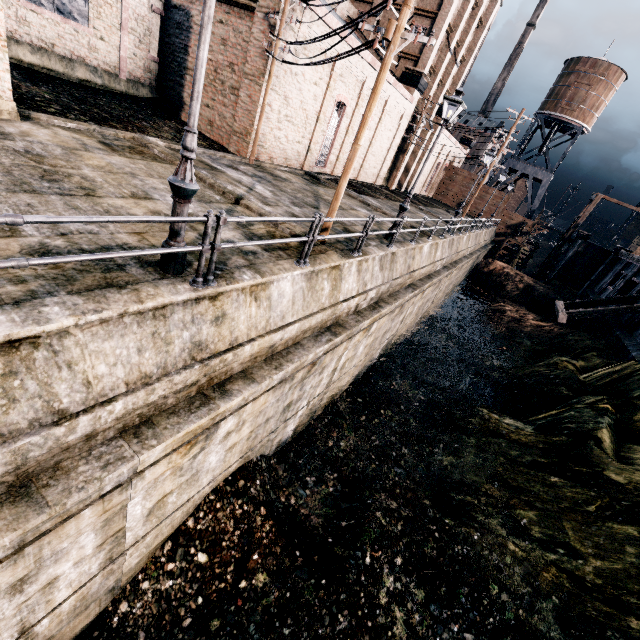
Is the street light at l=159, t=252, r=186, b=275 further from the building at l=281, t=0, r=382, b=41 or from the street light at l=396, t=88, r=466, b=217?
the building at l=281, t=0, r=382, b=41

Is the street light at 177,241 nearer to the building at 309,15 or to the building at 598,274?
the building at 309,15

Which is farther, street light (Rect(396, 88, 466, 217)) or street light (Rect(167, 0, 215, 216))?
street light (Rect(396, 88, 466, 217))

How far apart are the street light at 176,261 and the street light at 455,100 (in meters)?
9.95

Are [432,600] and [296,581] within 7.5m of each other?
yes

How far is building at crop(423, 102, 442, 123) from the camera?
36.09m

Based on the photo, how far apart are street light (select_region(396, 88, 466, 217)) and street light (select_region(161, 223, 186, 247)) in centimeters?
995cm
